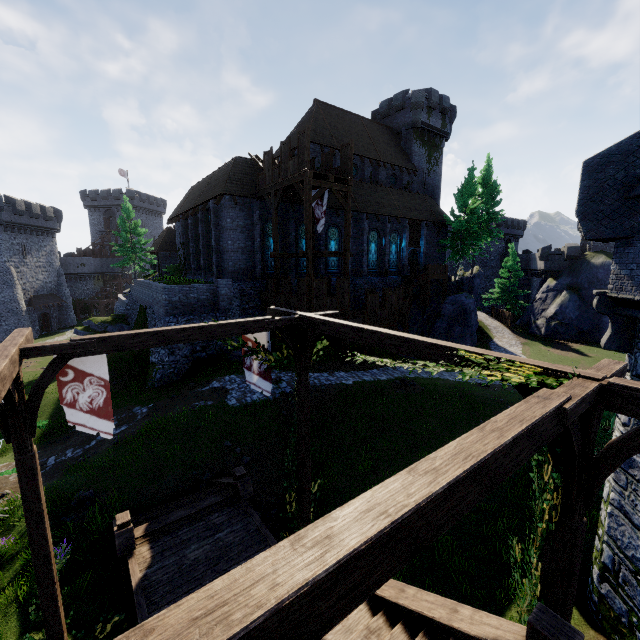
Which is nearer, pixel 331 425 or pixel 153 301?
pixel 331 425

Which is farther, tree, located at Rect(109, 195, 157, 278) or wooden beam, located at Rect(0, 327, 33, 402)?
tree, located at Rect(109, 195, 157, 278)

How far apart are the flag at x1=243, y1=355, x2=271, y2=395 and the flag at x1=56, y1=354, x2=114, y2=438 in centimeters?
276cm

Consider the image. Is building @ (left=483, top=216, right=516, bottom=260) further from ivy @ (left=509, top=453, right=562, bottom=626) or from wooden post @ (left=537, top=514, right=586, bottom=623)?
wooden post @ (left=537, top=514, right=586, bottom=623)

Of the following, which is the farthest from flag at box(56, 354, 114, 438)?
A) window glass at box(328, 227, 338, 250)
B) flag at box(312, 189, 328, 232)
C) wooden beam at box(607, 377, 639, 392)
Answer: window glass at box(328, 227, 338, 250)

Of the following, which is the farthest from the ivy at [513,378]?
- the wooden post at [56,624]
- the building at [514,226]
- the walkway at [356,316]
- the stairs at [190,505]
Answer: the building at [514,226]

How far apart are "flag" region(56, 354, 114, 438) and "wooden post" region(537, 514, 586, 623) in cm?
769

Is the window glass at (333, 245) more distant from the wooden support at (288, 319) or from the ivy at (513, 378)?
the ivy at (513, 378)
